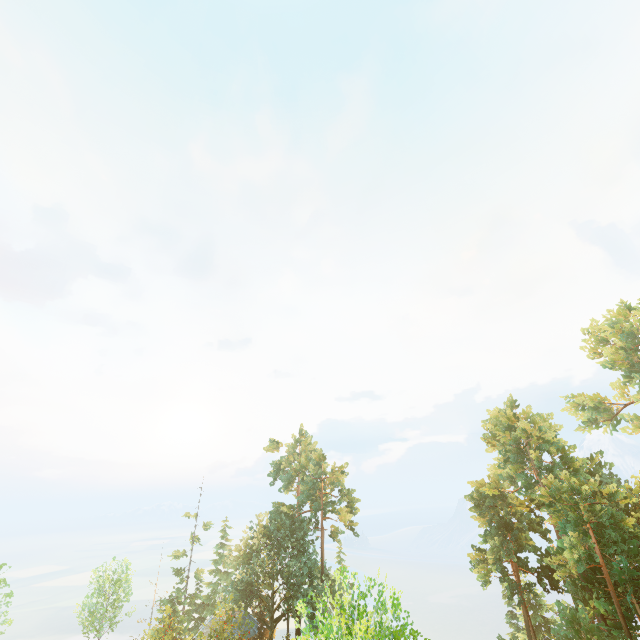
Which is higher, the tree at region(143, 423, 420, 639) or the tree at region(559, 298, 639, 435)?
the tree at region(559, 298, 639, 435)

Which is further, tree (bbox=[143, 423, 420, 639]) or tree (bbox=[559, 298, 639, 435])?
tree (bbox=[559, 298, 639, 435])

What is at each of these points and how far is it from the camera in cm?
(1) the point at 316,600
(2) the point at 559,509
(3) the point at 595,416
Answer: (1) tree, 1203
(2) tree, 2473
(3) tree, 3925

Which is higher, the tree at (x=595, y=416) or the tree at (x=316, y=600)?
the tree at (x=595, y=416)

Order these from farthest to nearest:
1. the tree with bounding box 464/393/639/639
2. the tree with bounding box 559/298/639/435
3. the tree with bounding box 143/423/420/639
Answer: the tree with bounding box 559/298/639/435, the tree with bounding box 464/393/639/639, the tree with bounding box 143/423/420/639
